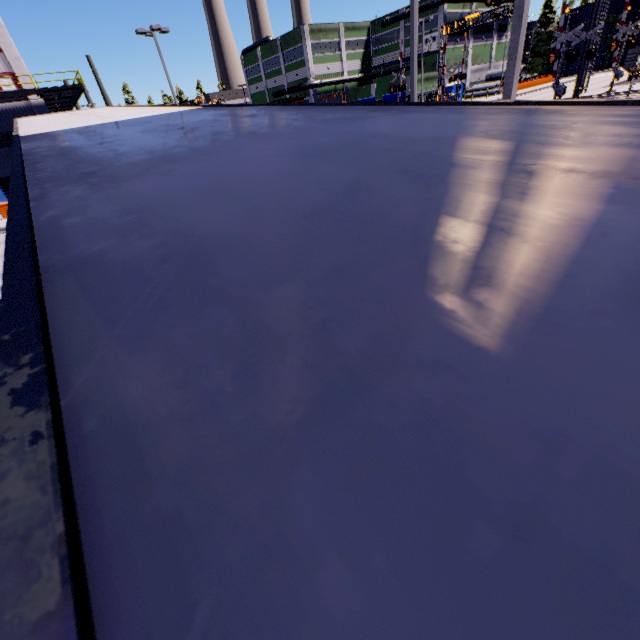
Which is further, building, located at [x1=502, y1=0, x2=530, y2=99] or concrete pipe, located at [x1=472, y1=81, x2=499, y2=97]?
concrete pipe, located at [x1=472, y1=81, x2=499, y2=97]

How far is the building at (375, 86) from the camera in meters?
55.7 m

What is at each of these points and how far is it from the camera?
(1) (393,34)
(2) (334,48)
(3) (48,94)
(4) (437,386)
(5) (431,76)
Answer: (1) building, 59.3 meters
(2) building, 59.2 meters
(3) balcony, 27.7 meters
(4) semi trailer, 0.4 meters
(5) building, 54.9 meters

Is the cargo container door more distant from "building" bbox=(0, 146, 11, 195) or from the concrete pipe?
the concrete pipe

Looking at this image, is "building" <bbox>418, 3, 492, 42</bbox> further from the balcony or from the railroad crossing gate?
the railroad crossing gate

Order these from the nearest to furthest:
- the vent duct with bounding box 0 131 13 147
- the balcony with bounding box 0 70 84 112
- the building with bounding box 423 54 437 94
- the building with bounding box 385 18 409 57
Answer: the balcony with bounding box 0 70 84 112 → the vent duct with bounding box 0 131 13 147 → the building with bounding box 423 54 437 94 → the building with bounding box 385 18 409 57

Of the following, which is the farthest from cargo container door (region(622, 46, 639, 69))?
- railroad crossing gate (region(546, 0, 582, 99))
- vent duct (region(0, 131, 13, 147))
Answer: vent duct (region(0, 131, 13, 147))

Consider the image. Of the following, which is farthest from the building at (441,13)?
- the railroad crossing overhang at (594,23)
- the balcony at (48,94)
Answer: the railroad crossing overhang at (594,23)
